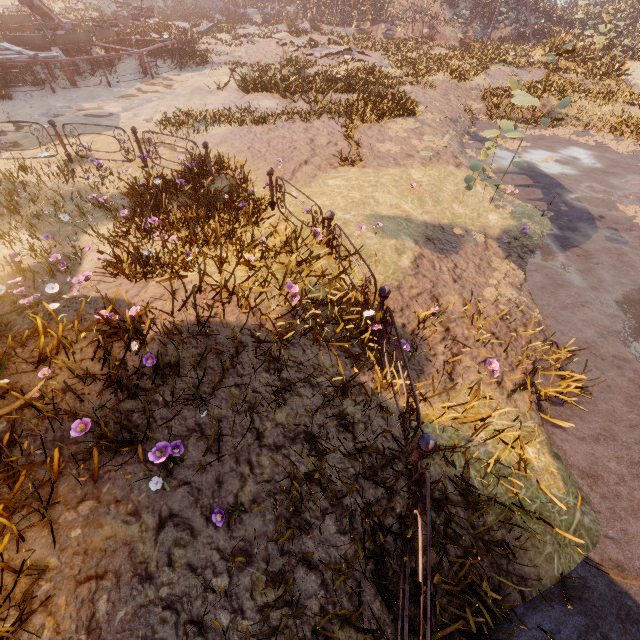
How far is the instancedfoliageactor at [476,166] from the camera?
6.8m

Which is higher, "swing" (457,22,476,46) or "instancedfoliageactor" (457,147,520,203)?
"instancedfoliageactor" (457,147,520,203)

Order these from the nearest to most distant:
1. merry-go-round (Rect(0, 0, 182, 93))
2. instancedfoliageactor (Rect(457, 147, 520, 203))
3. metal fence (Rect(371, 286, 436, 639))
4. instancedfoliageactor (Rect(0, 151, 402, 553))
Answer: metal fence (Rect(371, 286, 436, 639))
instancedfoliageactor (Rect(0, 151, 402, 553))
instancedfoliageactor (Rect(457, 147, 520, 203))
merry-go-round (Rect(0, 0, 182, 93))

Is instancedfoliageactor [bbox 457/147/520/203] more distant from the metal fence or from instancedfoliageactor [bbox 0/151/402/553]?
instancedfoliageactor [bbox 0/151/402/553]

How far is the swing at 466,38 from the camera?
24.2m

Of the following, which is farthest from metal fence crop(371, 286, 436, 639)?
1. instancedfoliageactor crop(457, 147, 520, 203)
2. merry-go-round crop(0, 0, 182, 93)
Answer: merry-go-round crop(0, 0, 182, 93)

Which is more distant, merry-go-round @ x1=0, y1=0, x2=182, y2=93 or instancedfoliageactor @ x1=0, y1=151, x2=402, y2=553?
merry-go-round @ x1=0, y1=0, x2=182, y2=93

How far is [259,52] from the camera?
18.70m
